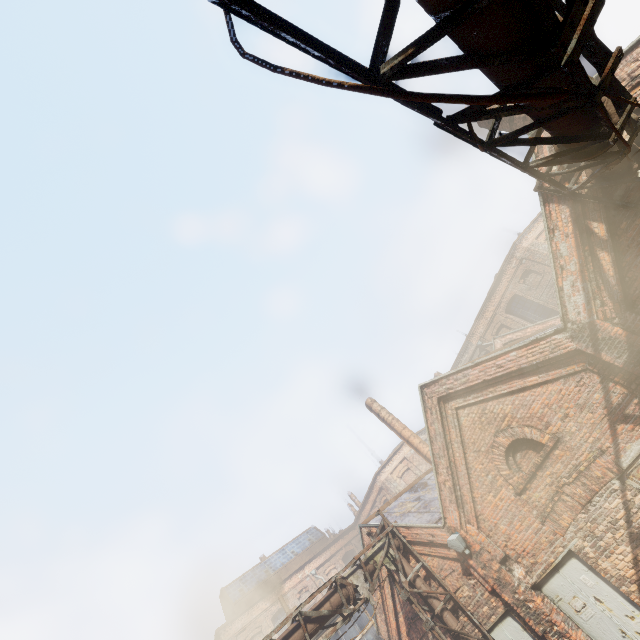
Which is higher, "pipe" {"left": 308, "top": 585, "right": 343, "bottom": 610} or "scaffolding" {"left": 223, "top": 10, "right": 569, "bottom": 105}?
"pipe" {"left": 308, "top": 585, "right": 343, "bottom": 610}

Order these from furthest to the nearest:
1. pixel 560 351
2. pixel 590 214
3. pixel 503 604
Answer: pixel 503 604 → pixel 560 351 → pixel 590 214

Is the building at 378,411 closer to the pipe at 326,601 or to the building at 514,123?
the pipe at 326,601

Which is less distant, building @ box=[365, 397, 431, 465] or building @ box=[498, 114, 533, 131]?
building @ box=[498, 114, 533, 131]

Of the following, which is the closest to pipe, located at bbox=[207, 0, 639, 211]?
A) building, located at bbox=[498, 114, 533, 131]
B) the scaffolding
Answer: the scaffolding

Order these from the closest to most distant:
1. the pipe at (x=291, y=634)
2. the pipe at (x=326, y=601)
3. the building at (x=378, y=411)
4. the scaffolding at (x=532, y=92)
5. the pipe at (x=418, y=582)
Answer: the scaffolding at (x=532, y=92) < the pipe at (x=291, y=634) < the pipe at (x=326, y=601) < the pipe at (x=418, y=582) < the building at (x=378, y=411)

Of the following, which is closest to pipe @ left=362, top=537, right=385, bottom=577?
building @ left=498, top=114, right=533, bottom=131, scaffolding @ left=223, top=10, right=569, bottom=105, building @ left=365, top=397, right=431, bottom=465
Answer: scaffolding @ left=223, top=10, right=569, bottom=105
